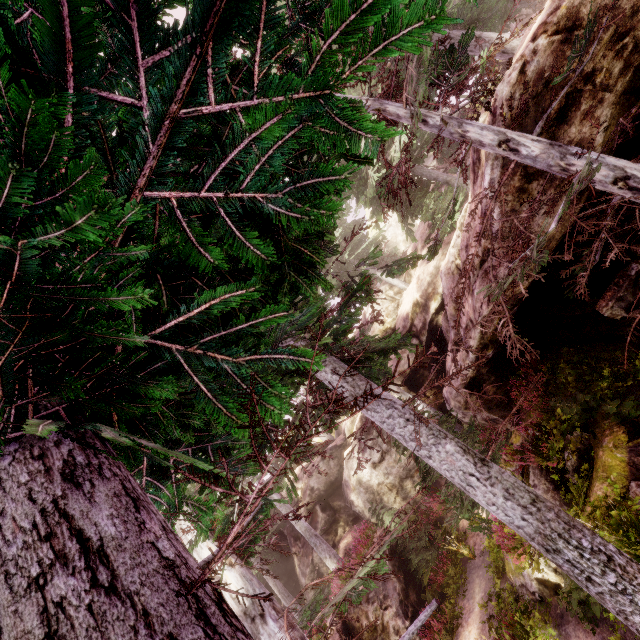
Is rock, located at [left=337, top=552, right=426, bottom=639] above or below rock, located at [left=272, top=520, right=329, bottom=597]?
below

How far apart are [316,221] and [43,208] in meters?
1.4

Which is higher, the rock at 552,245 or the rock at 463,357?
the rock at 463,357

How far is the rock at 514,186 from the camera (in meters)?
5.76

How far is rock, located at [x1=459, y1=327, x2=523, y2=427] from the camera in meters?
8.5 m
